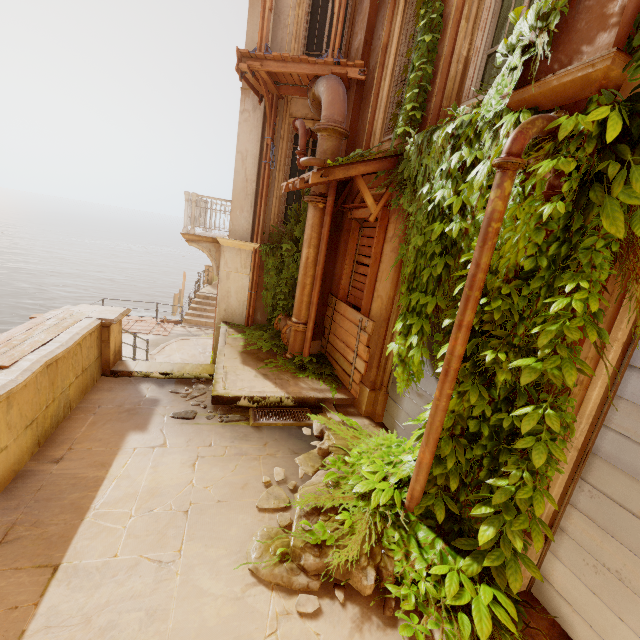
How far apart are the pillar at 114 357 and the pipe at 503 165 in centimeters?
534cm

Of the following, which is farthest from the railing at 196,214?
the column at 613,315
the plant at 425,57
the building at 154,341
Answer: the column at 613,315

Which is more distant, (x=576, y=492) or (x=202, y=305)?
(x=202, y=305)

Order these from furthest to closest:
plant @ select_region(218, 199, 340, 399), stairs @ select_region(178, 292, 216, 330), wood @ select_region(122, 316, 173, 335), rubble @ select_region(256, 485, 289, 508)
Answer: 1. stairs @ select_region(178, 292, 216, 330)
2. wood @ select_region(122, 316, 173, 335)
3. plant @ select_region(218, 199, 340, 399)
4. rubble @ select_region(256, 485, 289, 508)

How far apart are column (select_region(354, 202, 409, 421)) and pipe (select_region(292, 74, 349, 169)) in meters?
0.0

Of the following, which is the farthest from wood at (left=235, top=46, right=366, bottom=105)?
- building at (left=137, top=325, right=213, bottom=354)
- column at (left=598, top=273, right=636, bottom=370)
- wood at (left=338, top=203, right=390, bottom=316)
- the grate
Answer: building at (left=137, top=325, right=213, bottom=354)

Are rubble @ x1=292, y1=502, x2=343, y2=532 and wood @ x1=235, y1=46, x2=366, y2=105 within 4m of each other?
no

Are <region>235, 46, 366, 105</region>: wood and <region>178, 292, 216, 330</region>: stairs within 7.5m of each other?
no
